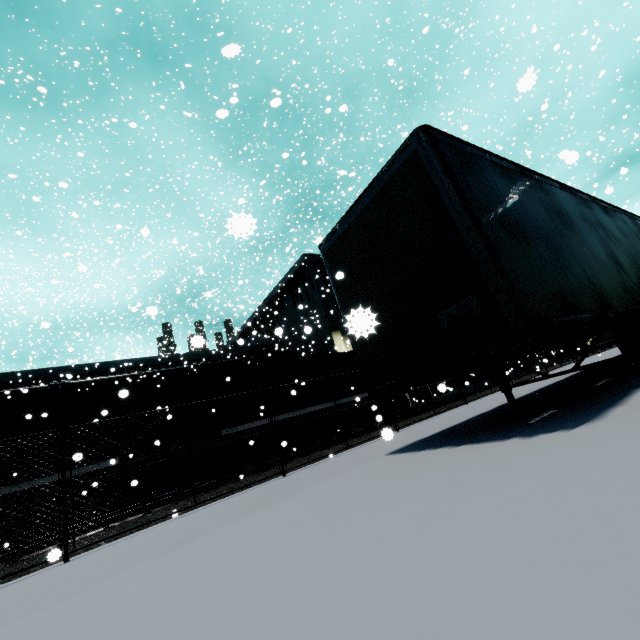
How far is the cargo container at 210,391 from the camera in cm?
1252

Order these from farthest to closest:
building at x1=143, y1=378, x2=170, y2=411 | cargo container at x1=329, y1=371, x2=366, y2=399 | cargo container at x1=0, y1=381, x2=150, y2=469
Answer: building at x1=143, y1=378, x2=170, y2=411
cargo container at x1=329, y1=371, x2=366, y2=399
cargo container at x1=0, y1=381, x2=150, y2=469

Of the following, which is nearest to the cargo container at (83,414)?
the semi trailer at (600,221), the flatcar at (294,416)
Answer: the flatcar at (294,416)

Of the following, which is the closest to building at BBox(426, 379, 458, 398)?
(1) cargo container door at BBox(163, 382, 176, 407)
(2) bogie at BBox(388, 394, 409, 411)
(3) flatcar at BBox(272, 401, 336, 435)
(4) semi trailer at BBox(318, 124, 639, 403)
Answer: (4) semi trailer at BBox(318, 124, 639, 403)

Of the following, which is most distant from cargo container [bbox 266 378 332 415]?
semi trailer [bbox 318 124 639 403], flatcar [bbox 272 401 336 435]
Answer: semi trailer [bbox 318 124 639 403]

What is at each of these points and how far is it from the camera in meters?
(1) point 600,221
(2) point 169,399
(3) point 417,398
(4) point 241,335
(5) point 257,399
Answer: (1) semi trailer, 6.7
(2) cargo container door, 12.9
(3) building, 30.5
(4) building, 42.8
(5) cargo container, 13.8

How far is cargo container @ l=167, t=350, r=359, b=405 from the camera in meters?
12.5

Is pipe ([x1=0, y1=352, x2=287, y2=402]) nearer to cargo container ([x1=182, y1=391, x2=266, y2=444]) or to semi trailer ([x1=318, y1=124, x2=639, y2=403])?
cargo container ([x1=182, y1=391, x2=266, y2=444])
